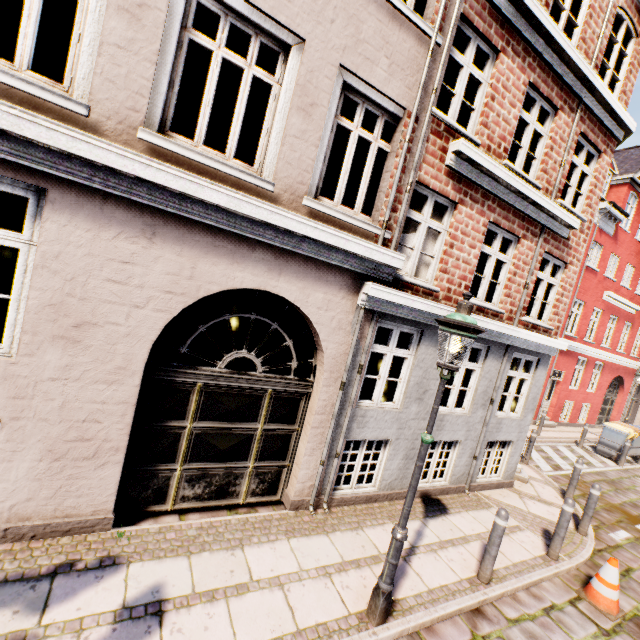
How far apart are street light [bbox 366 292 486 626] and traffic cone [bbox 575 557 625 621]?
3.7 meters

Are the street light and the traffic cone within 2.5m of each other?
no

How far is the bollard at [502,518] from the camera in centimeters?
462cm

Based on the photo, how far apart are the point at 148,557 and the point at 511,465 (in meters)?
Result: 8.06

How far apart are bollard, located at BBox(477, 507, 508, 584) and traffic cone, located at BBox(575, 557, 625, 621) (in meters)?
1.76

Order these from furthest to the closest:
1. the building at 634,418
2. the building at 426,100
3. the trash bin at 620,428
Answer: the building at 634,418, the trash bin at 620,428, the building at 426,100

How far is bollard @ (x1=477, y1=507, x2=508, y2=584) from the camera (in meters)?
4.62

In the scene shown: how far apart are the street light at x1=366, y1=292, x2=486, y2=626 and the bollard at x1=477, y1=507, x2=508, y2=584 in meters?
1.9
